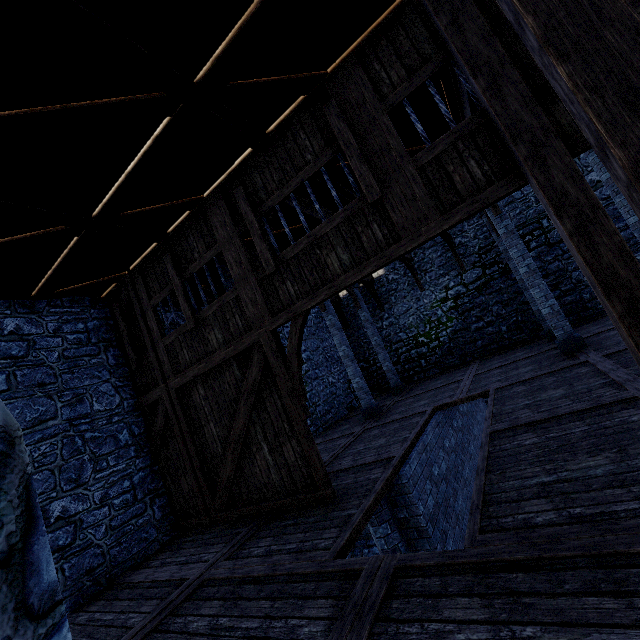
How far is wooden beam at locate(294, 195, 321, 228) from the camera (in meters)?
7.18

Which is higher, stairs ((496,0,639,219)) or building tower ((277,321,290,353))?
building tower ((277,321,290,353))

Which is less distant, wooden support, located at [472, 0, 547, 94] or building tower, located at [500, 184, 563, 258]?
wooden support, located at [472, 0, 547, 94]

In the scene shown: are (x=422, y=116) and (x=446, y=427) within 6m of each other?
no

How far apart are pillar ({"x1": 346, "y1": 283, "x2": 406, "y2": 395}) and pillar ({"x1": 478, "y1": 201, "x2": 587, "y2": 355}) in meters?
6.2 m

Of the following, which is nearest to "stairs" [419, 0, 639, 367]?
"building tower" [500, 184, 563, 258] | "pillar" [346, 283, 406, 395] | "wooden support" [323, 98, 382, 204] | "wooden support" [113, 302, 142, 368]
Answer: "building tower" [500, 184, 563, 258]

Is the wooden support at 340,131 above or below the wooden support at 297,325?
above

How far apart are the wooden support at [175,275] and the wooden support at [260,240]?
2.0 meters
